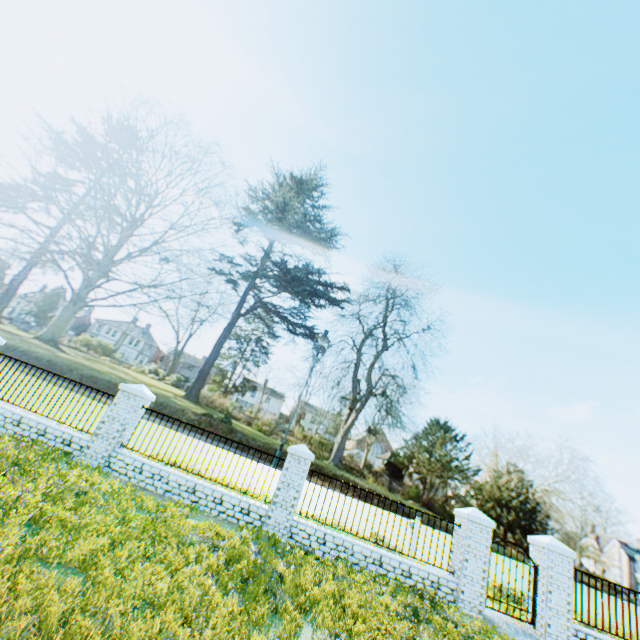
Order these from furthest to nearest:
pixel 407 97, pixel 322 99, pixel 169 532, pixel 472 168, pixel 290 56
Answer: pixel 472 168 → pixel 322 99 → pixel 407 97 → pixel 290 56 → pixel 169 532

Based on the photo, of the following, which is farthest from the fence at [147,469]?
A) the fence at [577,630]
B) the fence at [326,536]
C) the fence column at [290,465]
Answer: the fence at [577,630]

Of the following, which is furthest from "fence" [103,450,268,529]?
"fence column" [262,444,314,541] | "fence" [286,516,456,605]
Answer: "fence" [286,516,456,605]

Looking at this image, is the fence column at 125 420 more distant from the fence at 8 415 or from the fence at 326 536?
the fence at 326 536

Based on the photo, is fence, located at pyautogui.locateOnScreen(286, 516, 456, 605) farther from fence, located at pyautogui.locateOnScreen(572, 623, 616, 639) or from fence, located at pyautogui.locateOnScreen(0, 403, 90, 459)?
fence, located at pyautogui.locateOnScreen(0, 403, 90, 459)

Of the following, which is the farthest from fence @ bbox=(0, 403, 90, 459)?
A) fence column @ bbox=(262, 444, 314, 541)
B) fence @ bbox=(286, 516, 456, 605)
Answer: fence @ bbox=(286, 516, 456, 605)

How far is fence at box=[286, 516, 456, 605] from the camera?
8.8 meters

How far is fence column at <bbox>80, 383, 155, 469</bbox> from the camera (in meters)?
9.28
